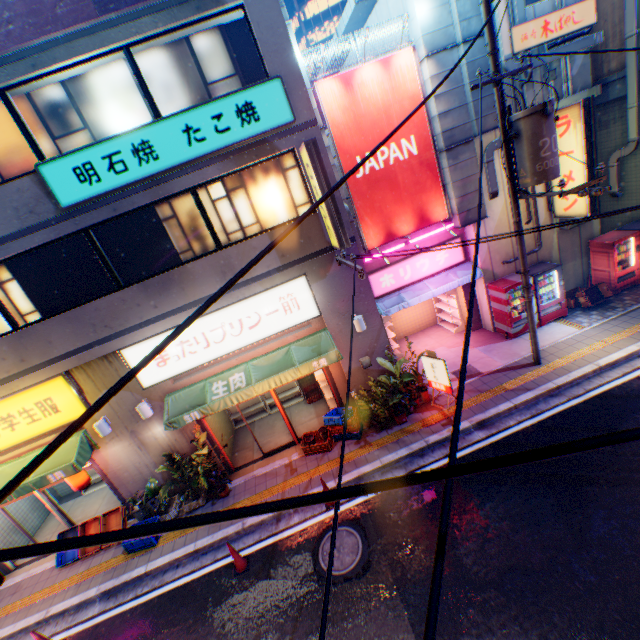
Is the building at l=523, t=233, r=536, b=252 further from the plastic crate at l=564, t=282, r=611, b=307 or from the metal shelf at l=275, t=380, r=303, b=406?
the metal shelf at l=275, t=380, r=303, b=406

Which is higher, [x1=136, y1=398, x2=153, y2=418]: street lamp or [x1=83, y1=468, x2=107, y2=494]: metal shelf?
[x1=136, y1=398, x2=153, y2=418]: street lamp

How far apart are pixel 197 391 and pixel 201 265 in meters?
3.6 m

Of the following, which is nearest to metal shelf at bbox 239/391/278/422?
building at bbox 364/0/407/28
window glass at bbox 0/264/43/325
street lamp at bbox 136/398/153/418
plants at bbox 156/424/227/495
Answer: plants at bbox 156/424/227/495

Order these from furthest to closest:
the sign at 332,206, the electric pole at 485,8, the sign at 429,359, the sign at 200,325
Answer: the sign at 429,359
the sign at 200,325
the sign at 332,206
the electric pole at 485,8

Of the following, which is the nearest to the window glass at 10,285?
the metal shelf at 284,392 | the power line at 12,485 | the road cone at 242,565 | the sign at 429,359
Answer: the metal shelf at 284,392

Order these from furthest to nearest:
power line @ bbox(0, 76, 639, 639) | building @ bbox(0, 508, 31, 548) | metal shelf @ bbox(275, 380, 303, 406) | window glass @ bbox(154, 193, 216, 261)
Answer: metal shelf @ bbox(275, 380, 303, 406) < building @ bbox(0, 508, 31, 548) < window glass @ bbox(154, 193, 216, 261) < power line @ bbox(0, 76, 639, 639)

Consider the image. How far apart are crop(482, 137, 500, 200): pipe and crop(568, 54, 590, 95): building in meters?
0.0
